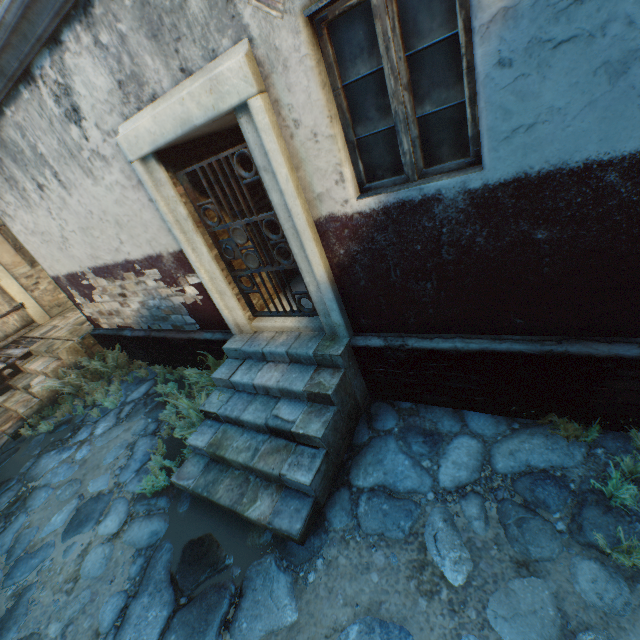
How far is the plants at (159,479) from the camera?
4.09m

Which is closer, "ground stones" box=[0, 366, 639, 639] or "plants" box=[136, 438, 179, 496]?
"ground stones" box=[0, 366, 639, 639]

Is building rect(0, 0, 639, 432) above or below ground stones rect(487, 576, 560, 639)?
above

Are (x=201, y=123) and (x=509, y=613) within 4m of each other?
no

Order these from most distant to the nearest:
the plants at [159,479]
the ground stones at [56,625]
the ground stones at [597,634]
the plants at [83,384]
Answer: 1. the plants at [83,384]
2. the plants at [159,479]
3. the ground stones at [56,625]
4. the ground stones at [597,634]

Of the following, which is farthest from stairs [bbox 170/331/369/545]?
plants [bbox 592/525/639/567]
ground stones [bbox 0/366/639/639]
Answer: plants [bbox 592/525/639/567]

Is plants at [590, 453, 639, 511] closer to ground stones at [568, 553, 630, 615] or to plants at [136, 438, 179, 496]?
ground stones at [568, 553, 630, 615]
